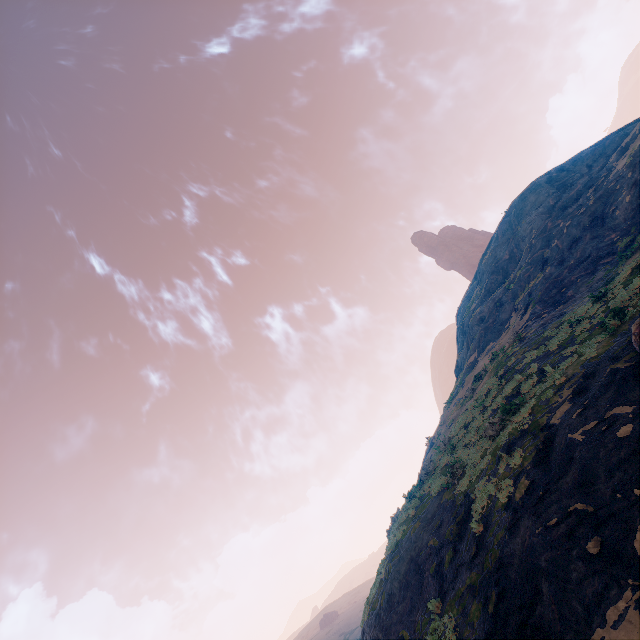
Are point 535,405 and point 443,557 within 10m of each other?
yes
